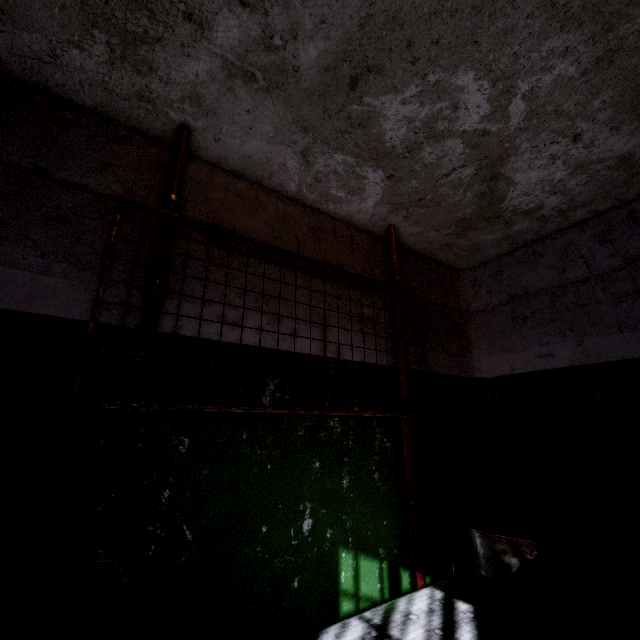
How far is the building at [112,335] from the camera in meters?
1.4

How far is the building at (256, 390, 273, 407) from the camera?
1.7m

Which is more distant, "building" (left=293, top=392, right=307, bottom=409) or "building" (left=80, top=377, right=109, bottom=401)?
"building" (left=293, top=392, right=307, bottom=409)

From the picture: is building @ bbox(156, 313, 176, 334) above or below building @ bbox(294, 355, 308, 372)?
above

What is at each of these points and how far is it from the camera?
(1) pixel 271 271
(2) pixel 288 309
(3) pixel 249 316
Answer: (1) building, 1.97m
(2) building, 1.96m
(3) building, 1.80m

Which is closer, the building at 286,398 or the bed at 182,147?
the bed at 182,147

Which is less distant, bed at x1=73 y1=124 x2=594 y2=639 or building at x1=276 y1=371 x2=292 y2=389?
bed at x1=73 y1=124 x2=594 y2=639
